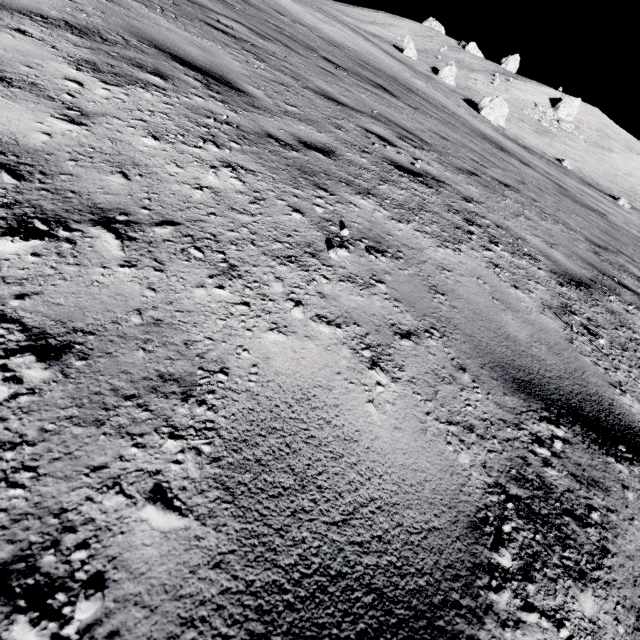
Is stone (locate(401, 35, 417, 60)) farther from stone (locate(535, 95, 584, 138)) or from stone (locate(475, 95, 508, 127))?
stone (locate(535, 95, 584, 138))

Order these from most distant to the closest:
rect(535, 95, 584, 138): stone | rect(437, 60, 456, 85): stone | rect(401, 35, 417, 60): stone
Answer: rect(535, 95, 584, 138): stone, rect(401, 35, 417, 60): stone, rect(437, 60, 456, 85): stone

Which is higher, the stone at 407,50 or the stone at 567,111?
the stone at 567,111

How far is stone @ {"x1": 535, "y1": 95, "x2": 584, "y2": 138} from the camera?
48.25m

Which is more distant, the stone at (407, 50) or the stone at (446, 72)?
the stone at (407, 50)

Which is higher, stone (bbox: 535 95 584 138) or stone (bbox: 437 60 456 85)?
stone (bbox: 535 95 584 138)

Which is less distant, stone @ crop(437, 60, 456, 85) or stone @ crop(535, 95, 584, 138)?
stone @ crop(437, 60, 456, 85)

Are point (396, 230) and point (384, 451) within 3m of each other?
yes
